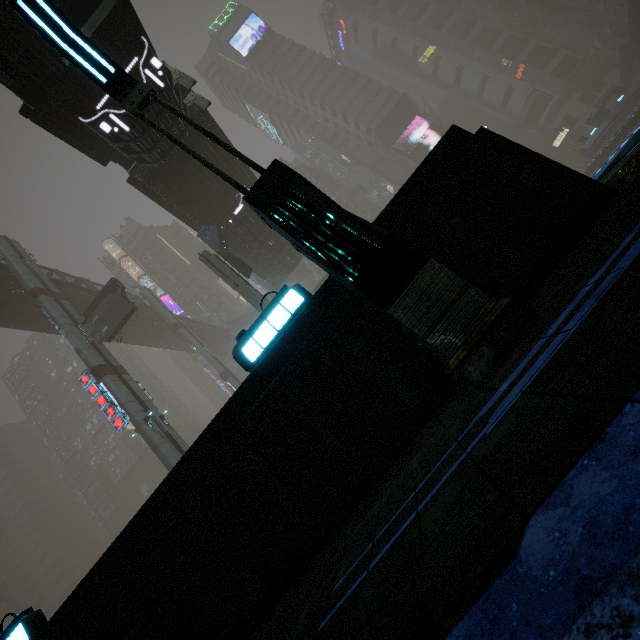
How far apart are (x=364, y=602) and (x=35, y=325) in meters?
39.5 m

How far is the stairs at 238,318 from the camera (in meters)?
56.25

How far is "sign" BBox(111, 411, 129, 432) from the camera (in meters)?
20.50

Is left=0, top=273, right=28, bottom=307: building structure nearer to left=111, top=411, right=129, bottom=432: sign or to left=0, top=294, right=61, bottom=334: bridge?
left=0, top=294, right=61, bottom=334: bridge

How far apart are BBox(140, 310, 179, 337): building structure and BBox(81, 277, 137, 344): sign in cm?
1476

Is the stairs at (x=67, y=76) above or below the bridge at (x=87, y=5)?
above

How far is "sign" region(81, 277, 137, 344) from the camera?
23.17m

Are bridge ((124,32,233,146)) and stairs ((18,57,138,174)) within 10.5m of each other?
yes
